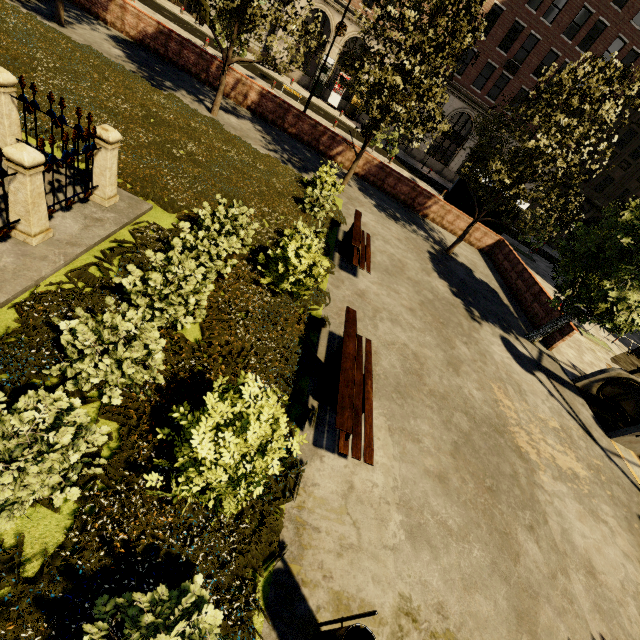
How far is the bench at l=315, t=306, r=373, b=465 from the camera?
4.5m

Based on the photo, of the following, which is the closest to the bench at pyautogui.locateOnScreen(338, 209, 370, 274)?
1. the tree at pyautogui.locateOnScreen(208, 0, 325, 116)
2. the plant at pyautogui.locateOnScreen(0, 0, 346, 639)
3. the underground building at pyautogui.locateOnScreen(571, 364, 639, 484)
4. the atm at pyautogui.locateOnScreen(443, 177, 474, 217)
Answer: the plant at pyautogui.locateOnScreen(0, 0, 346, 639)

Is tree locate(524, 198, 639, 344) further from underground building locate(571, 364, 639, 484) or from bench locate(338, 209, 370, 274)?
bench locate(338, 209, 370, 274)

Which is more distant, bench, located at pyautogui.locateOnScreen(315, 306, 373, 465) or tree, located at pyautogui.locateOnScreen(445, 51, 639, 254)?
tree, located at pyautogui.locateOnScreen(445, 51, 639, 254)

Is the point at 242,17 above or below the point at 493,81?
below

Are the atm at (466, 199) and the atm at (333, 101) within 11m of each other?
no

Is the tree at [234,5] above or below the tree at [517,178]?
below

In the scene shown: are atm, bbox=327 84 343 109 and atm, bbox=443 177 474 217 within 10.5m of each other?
no
